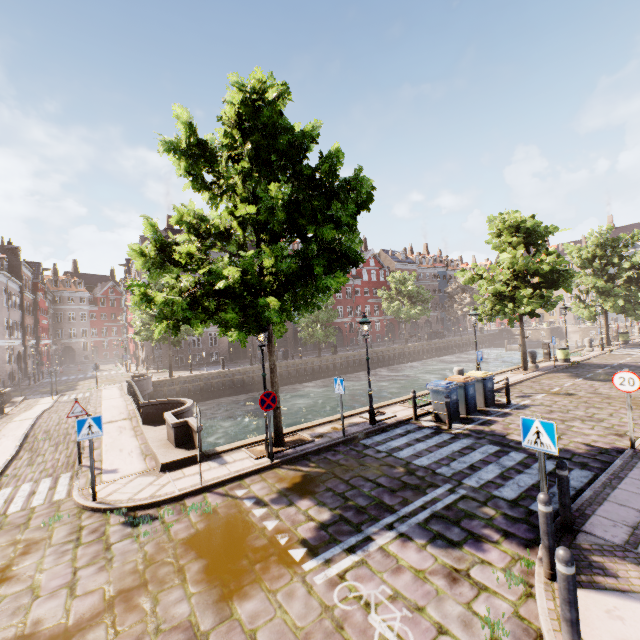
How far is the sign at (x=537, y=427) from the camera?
4.81m

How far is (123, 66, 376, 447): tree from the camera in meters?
7.5

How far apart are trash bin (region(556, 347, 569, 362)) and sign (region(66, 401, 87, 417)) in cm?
2554

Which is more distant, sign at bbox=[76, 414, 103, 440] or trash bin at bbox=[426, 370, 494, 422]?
trash bin at bbox=[426, 370, 494, 422]

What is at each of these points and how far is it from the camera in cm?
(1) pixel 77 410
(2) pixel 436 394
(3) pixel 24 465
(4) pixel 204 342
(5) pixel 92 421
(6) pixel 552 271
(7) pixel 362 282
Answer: (1) sign, 961
(2) trash bin, 1150
(3) bridge, 1017
(4) building, 3866
(5) sign, 736
(6) tree, 1719
(7) building, 5378

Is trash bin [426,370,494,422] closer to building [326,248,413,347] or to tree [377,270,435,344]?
tree [377,270,435,344]

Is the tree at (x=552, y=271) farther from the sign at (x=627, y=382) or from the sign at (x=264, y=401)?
the sign at (x=627, y=382)

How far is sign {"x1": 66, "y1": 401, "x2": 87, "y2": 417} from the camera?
9.51m
